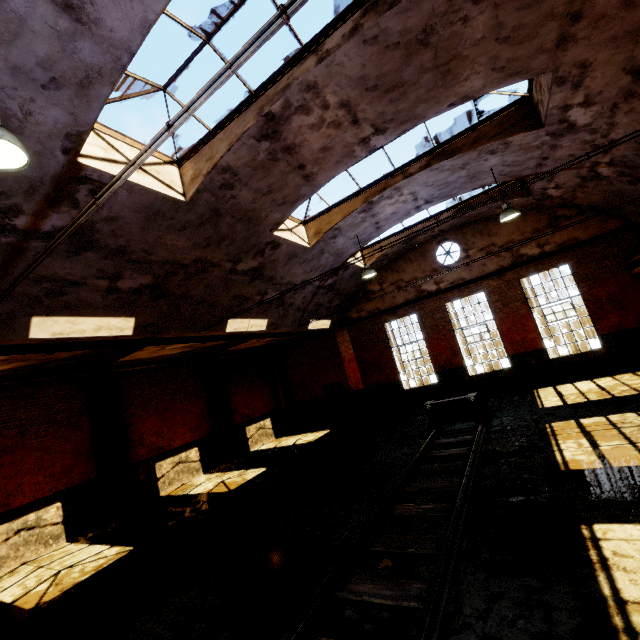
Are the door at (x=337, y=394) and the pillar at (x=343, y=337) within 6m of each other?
yes

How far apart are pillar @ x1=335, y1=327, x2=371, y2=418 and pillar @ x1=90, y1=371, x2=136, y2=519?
10.6 meters

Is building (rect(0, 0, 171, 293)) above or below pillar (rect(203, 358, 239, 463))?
above

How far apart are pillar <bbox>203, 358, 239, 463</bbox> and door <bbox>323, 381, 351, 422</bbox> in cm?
542

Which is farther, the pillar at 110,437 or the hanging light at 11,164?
the pillar at 110,437

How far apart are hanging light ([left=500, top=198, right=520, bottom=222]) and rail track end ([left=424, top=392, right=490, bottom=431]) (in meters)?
5.36

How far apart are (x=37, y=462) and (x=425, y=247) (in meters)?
16.91

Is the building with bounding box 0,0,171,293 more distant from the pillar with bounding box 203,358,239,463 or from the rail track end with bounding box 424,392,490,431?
the rail track end with bounding box 424,392,490,431
